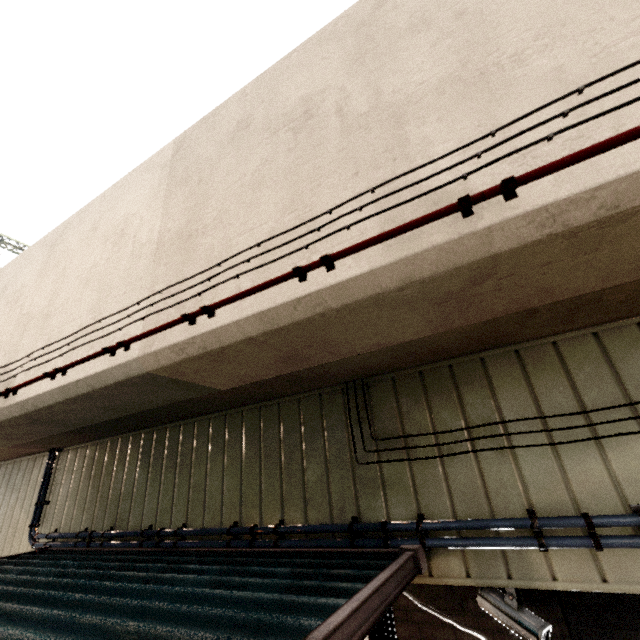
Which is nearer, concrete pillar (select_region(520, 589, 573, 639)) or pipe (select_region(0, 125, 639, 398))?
pipe (select_region(0, 125, 639, 398))

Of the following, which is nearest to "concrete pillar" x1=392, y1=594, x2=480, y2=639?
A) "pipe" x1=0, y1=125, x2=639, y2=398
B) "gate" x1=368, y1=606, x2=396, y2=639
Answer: "gate" x1=368, y1=606, x2=396, y2=639

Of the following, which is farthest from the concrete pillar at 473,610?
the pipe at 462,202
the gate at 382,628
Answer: the pipe at 462,202

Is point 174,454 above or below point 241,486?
above

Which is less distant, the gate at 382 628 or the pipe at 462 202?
the pipe at 462 202

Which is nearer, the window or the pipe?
the pipe

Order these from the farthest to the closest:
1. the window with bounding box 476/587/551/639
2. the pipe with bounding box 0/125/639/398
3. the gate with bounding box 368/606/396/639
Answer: the gate with bounding box 368/606/396/639
the window with bounding box 476/587/551/639
the pipe with bounding box 0/125/639/398

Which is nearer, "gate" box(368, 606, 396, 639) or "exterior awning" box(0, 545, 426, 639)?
"exterior awning" box(0, 545, 426, 639)
